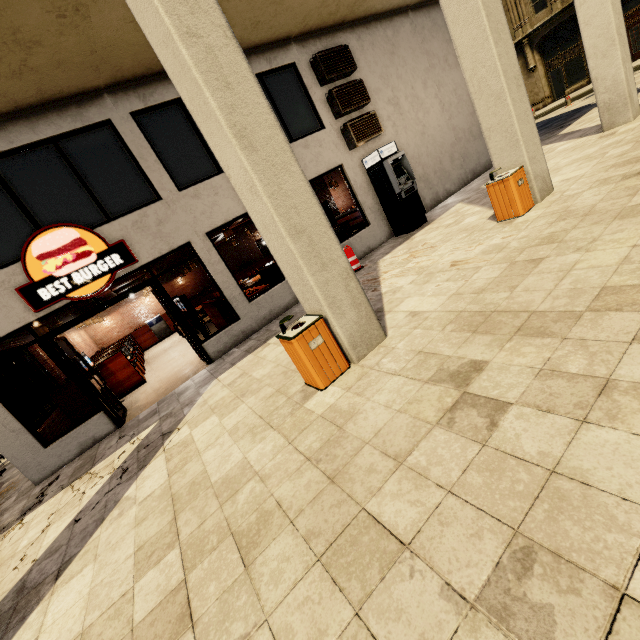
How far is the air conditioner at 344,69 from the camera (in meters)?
8.62

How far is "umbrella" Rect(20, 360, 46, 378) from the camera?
11.04m

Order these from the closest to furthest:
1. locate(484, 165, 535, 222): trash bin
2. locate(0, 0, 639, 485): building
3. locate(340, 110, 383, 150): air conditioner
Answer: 1. locate(0, 0, 639, 485): building
2. locate(484, 165, 535, 222): trash bin
3. locate(340, 110, 383, 150): air conditioner

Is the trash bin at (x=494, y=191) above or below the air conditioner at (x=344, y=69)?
below

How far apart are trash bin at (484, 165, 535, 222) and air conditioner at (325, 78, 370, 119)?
4.9 meters

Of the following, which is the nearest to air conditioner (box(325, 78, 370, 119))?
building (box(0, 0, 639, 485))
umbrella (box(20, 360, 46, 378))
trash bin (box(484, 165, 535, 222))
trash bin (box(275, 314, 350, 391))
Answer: building (box(0, 0, 639, 485))

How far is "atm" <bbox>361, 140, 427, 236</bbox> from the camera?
9.0m

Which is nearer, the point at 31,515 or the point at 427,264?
the point at 31,515
